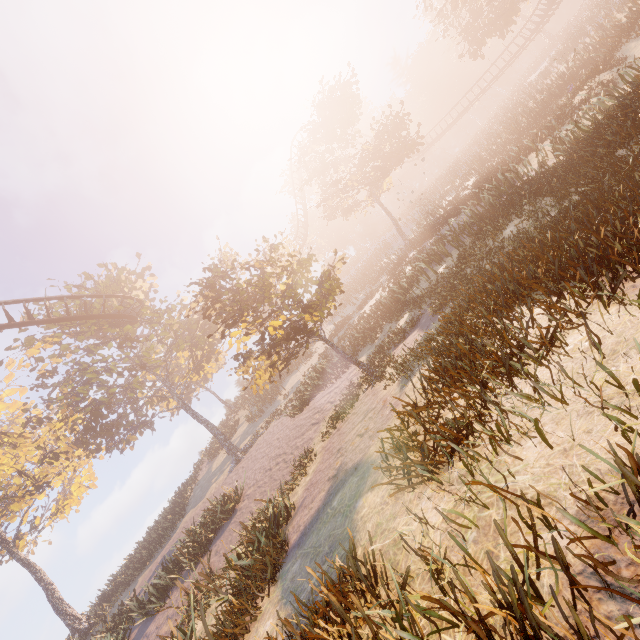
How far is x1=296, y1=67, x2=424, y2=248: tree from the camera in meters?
26.9 m

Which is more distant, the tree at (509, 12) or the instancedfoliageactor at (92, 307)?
the tree at (509, 12)

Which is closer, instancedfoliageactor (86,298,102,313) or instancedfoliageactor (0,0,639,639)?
instancedfoliageactor (0,0,639,639)

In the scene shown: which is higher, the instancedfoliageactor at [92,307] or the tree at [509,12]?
the instancedfoliageactor at [92,307]

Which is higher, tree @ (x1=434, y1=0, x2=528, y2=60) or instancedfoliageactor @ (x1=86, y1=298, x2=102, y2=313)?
instancedfoliageactor @ (x1=86, y1=298, x2=102, y2=313)

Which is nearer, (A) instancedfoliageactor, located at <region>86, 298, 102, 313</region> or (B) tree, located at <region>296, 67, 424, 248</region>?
(A) instancedfoliageactor, located at <region>86, 298, 102, 313</region>

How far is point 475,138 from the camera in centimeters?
4772cm
